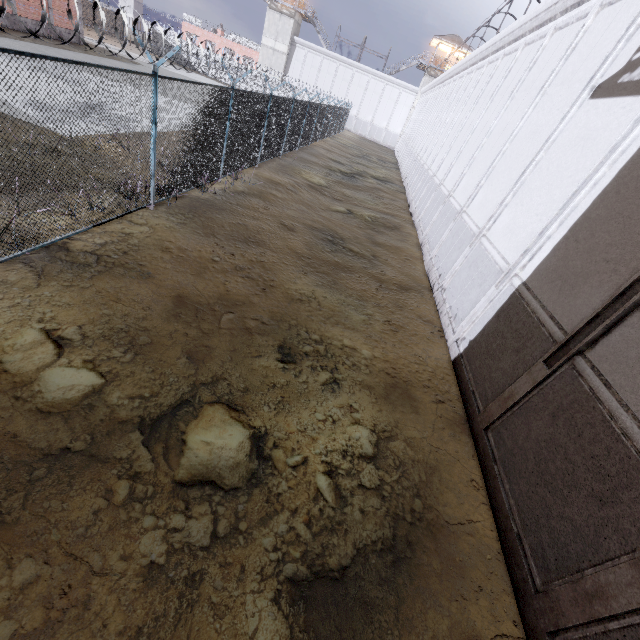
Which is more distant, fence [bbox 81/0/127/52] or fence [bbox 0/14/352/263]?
fence [bbox 0/14/352/263]

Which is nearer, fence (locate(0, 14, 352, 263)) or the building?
fence (locate(0, 14, 352, 263))

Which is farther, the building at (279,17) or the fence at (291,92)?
the building at (279,17)

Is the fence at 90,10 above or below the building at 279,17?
below

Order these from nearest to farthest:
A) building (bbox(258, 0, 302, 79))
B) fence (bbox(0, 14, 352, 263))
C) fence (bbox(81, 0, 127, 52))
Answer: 1. fence (bbox(81, 0, 127, 52))
2. fence (bbox(0, 14, 352, 263))
3. building (bbox(258, 0, 302, 79))

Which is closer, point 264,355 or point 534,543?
point 534,543

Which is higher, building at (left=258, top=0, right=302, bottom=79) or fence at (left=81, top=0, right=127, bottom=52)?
building at (left=258, top=0, right=302, bottom=79)
